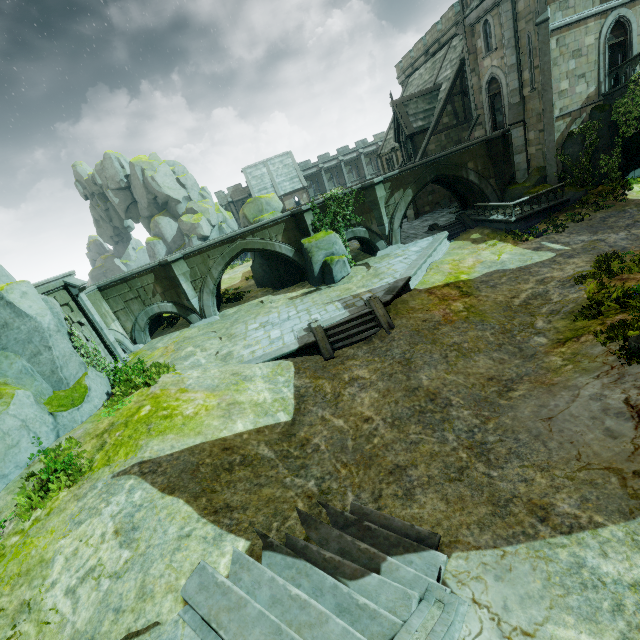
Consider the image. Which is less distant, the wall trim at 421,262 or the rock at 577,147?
the wall trim at 421,262

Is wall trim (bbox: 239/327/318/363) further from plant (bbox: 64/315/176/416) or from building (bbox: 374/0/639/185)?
plant (bbox: 64/315/176/416)

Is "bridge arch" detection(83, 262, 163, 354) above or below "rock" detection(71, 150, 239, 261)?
below

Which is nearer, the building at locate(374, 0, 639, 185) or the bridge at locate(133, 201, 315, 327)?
the building at locate(374, 0, 639, 185)

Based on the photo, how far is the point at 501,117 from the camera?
25.33m

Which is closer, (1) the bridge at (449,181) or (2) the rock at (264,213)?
(1) the bridge at (449,181)

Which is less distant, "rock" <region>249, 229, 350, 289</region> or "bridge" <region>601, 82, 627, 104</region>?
"bridge" <region>601, 82, 627, 104</region>

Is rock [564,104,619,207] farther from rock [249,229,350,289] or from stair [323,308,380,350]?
stair [323,308,380,350]
